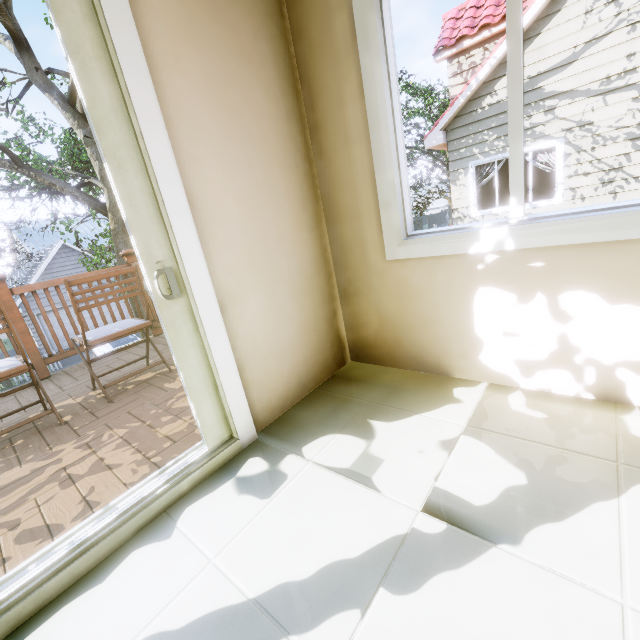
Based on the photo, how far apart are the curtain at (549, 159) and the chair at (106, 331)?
9.0 meters

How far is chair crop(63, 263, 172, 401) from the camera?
2.21m

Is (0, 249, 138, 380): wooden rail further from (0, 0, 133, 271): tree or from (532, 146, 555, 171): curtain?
(532, 146, 555, 171): curtain

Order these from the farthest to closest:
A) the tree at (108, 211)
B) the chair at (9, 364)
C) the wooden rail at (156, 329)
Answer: the tree at (108, 211) < the wooden rail at (156, 329) < the chair at (9, 364)

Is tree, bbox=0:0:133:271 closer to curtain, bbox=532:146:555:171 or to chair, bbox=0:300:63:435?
chair, bbox=0:300:63:435

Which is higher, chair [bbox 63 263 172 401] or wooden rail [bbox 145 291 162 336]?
chair [bbox 63 263 172 401]

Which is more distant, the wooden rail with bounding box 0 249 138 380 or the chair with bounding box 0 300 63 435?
the wooden rail with bounding box 0 249 138 380

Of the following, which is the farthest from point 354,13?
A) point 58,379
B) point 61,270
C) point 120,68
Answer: point 61,270
